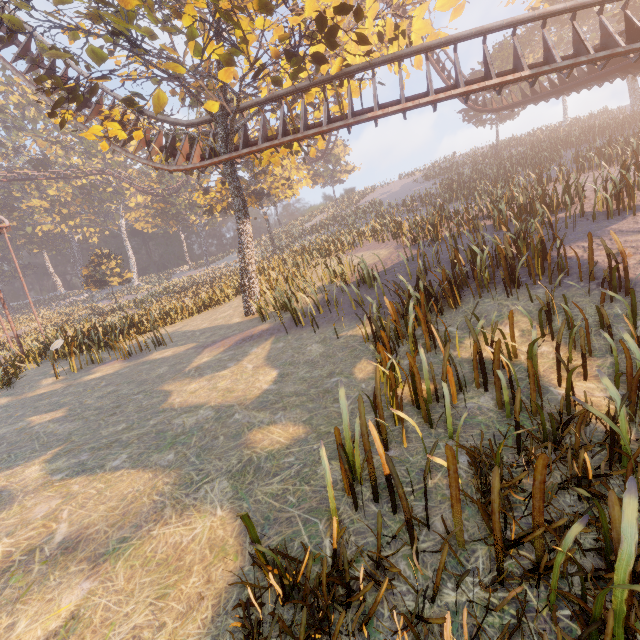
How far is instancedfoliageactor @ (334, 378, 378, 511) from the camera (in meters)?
3.13

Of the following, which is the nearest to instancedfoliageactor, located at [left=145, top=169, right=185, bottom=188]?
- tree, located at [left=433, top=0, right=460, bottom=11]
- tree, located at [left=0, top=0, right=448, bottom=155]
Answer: tree, located at [left=0, top=0, right=448, bottom=155]

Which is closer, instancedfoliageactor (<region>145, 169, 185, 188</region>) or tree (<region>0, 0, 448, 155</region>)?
tree (<region>0, 0, 448, 155</region>)

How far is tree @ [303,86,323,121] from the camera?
14.57m

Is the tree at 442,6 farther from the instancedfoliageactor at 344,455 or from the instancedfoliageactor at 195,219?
the instancedfoliageactor at 195,219

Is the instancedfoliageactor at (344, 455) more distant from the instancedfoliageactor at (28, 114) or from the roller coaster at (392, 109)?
the instancedfoliageactor at (28, 114)

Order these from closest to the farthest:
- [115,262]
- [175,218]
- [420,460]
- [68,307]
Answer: [420,460], [115,262], [68,307], [175,218]

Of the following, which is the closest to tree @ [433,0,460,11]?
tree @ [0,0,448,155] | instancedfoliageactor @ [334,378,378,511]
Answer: tree @ [0,0,448,155]
